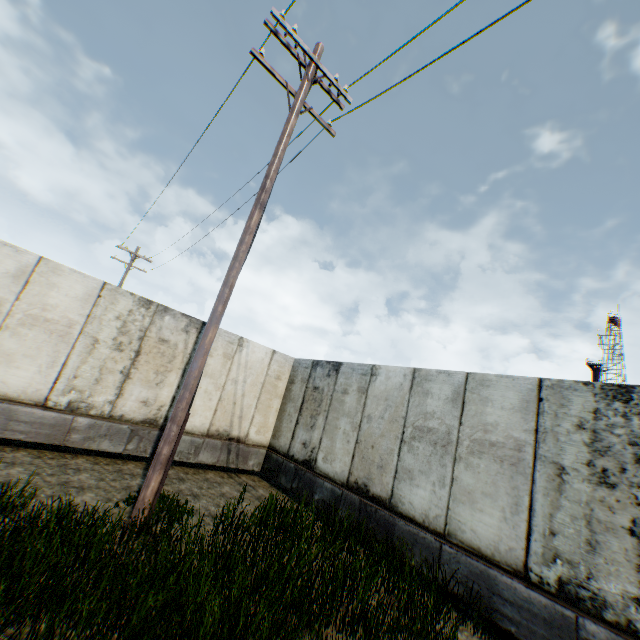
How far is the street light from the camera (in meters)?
4.76

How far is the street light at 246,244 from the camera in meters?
4.8

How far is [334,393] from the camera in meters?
8.8
